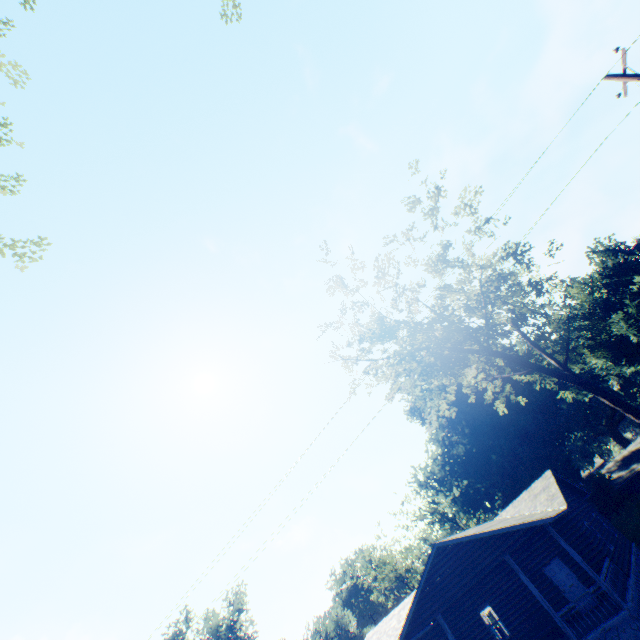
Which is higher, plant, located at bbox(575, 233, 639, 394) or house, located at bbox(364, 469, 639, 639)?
plant, located at bbox(575, 233, 639, 394)

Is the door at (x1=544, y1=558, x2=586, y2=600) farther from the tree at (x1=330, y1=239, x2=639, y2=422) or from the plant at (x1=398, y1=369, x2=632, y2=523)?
the plant at (x1=398, y1=369, x2=632, y2=523)

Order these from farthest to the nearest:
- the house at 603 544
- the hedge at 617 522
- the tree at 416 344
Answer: the hedge at 617 522, the tree at 416 344, the house at 603 544

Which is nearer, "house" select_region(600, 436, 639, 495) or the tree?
the tree

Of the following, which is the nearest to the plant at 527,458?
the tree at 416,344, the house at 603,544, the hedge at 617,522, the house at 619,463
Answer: the house at 619,463

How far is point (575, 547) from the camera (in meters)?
17.53

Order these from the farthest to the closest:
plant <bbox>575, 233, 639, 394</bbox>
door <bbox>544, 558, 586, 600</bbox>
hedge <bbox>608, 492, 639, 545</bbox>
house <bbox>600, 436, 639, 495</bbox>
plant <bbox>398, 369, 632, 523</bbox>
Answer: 1. plant <bbox>575, 233, 639, 394</bbox>
2. house <bbox>600, 436, 639, 495</bbox>
3. plant <bbox>398, 369, 632, 523</bbox>
4. hedge <bbox>608, 492, 639, 545</bbox>
5. door <bbox>544, 558, 586, 600</bbox>
